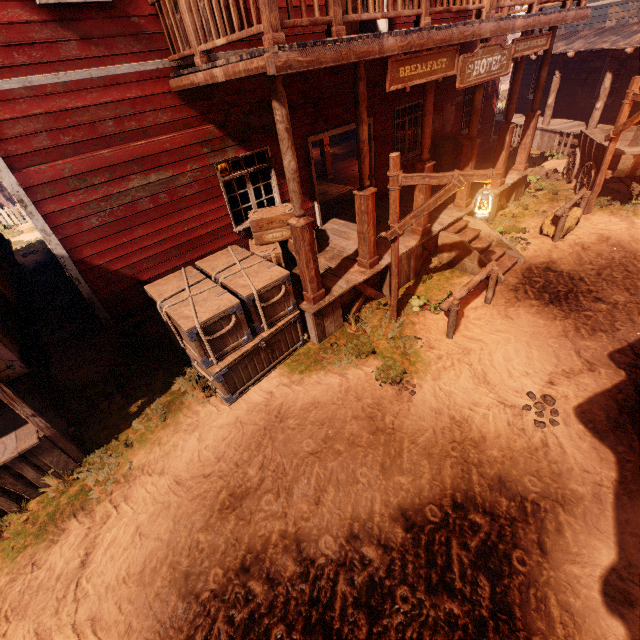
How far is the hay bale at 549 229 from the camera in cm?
878

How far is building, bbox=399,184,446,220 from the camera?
7.42m

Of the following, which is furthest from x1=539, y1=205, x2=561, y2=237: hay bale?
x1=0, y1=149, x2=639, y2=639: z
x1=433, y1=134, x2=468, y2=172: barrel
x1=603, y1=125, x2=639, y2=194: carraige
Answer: x1=433, y1=134, x2=468, y2=172: barrel

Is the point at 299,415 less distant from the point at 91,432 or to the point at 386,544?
the point at 386,544

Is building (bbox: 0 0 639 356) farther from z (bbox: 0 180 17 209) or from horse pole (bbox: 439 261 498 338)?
horse pole (bbox: 439 261 498 338)

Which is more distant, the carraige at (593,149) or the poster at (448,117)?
the poster at (448,117)

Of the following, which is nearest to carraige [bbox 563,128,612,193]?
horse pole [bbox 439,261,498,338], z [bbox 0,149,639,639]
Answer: z [bbox 0,149,639,639]

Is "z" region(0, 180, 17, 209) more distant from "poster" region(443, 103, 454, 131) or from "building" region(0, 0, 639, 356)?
"poster" region(443, 103, 454, 131)
